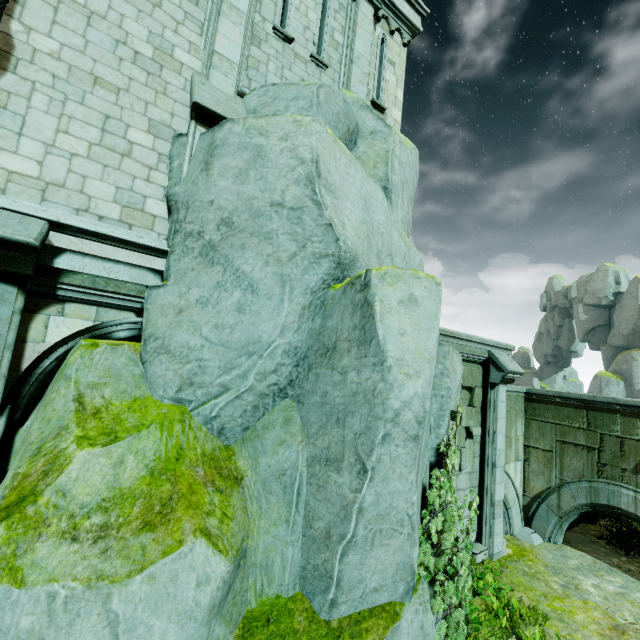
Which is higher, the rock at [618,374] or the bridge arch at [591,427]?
the rock at [618,374]

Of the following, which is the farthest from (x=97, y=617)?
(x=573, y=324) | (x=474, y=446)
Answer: (x=573, y=324)

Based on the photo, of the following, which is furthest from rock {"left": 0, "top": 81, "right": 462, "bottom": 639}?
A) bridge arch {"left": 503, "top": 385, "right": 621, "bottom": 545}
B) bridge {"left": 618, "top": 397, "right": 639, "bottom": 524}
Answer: bridge {"left": 618, "top": 397, "right": 639, "bottom": 524}

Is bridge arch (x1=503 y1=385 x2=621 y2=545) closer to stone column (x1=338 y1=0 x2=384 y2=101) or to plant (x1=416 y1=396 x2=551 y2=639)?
plant (x1=416 y1=396 x2=551 y2=639)

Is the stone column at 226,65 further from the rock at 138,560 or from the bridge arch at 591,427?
the bridge arch at 591,427

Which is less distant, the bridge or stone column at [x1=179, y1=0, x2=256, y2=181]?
stone column at [x1=179, y1=0, x2=256, y2=181]

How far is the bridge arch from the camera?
9.57m

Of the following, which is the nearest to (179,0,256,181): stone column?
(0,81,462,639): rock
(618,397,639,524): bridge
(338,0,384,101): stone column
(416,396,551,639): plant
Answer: (0,81,462,639): rock
